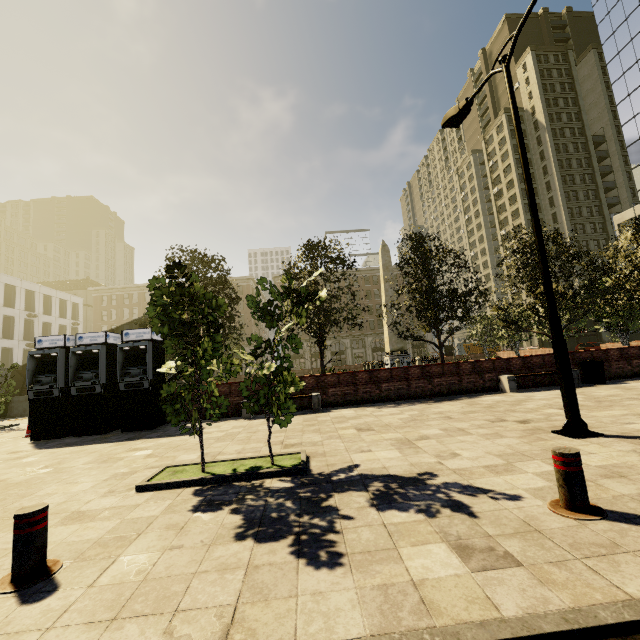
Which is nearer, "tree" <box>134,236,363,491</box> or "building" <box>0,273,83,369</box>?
"tree" <box>134,236,363,491</box>

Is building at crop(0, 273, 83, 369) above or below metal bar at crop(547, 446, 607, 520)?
above

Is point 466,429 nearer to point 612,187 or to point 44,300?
point 44,300

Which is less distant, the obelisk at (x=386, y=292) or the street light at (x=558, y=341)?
the street light at (x=558, y=341)

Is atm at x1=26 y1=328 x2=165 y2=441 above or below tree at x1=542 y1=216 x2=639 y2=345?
below

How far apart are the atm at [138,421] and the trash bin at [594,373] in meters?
16.9 m

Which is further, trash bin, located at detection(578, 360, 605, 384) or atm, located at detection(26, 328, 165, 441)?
trash bin, located at detection(578, 360, 605, 384)

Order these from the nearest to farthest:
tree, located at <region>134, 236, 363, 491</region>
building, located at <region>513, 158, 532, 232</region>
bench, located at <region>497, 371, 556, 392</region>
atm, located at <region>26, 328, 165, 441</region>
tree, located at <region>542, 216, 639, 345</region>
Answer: tree, located at <region>134, 236, 363, 491</region>
atm, located at <region>26, 328, 165, 441</region>
bench, located at <region>497, 371, 556, 392</region>
tree, located at <region>542, 216, 639, 345</region>
building, located at <region>513, 158, 532, 232</region>
